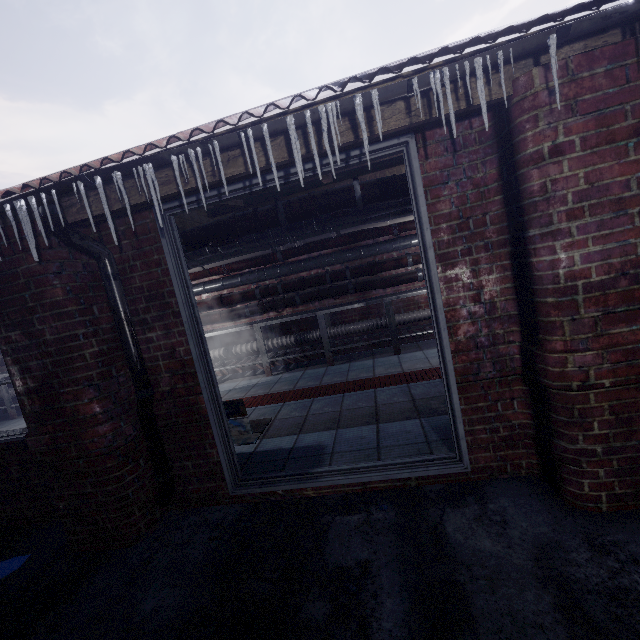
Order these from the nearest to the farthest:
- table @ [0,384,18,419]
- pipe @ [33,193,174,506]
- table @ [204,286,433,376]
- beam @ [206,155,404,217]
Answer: pipe @ [33,193,174,506], beam @ [206,155,404,217], table @ [204,286,433,376], table @ [0,384,18,419]

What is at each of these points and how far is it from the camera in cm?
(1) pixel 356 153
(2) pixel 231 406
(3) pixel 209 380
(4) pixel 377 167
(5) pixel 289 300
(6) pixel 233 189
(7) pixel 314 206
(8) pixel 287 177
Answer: (1) door, 180
(2) bench, 237
(3) door, 220
(4) beam, 340
(5) pipe, 525
(6) door, 193
(7) pipe, 261
(8) door, 192

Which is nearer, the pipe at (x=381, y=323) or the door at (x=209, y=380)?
the door at (x=209, y=380)

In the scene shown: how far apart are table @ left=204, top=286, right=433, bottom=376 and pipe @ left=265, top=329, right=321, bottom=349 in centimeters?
3cm

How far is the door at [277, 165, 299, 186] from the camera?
1.9 meters

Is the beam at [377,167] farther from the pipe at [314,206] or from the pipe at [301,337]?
the pipe at [301,337]

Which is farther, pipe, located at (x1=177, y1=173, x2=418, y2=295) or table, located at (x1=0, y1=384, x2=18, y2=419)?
table, located at (x1=0, y1=384, x2=18, y2=419)

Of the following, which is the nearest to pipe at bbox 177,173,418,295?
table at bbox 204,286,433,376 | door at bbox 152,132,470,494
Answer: table at bbox 204,286,433,376
